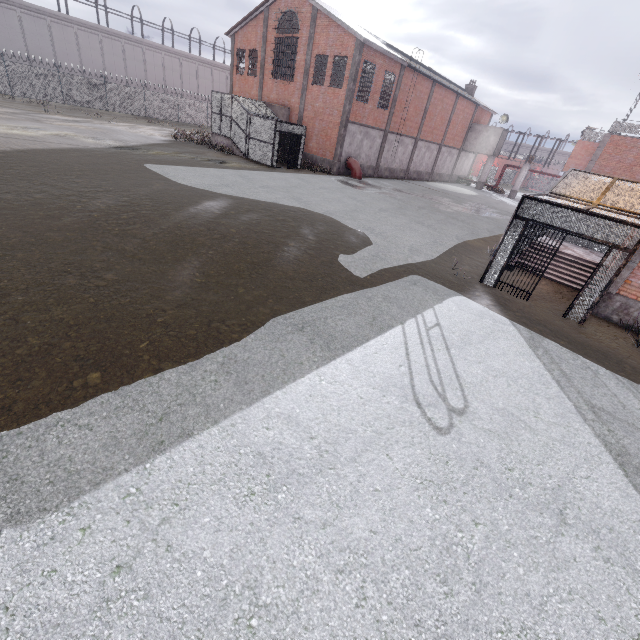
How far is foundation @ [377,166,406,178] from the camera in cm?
3194

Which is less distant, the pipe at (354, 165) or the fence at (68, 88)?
the pipe at (354, 165)

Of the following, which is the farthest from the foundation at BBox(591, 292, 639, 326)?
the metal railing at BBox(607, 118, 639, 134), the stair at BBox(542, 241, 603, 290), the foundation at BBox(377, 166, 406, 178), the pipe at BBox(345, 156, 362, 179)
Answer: the foundation at BBox(377, 166, 406, 178)

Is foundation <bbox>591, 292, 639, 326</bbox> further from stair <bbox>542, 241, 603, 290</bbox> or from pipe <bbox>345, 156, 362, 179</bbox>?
pipe <bbox>345, 156, 362, 179</bbox>

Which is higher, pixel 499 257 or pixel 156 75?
pixel 156 75

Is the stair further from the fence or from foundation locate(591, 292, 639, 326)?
the fence

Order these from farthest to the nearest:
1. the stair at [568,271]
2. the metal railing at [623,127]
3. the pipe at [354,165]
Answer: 1. the pipe at [354,165]
2. the metal railing at [623,127]
3. the stair at [568,271]

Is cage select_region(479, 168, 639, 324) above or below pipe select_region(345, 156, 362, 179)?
above
